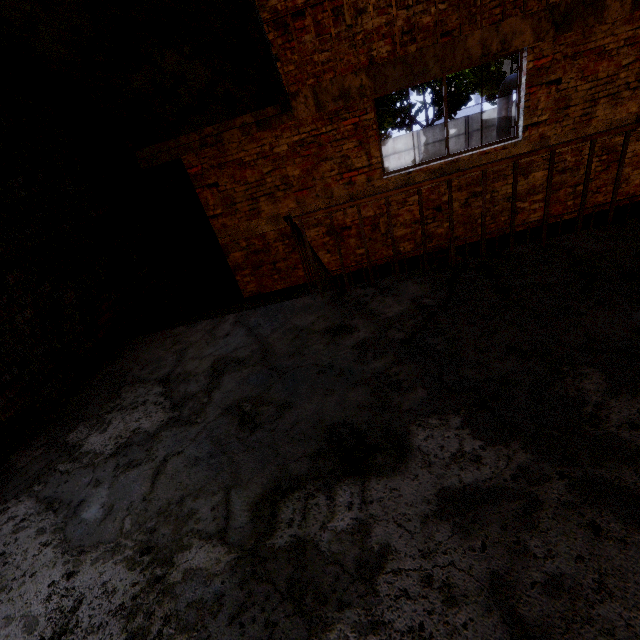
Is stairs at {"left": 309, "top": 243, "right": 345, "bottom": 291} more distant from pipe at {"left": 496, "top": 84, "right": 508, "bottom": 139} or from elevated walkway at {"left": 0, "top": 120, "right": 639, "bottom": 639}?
pipe at {"left": 496, "top": 84, "right": 508, "bottom": 139}

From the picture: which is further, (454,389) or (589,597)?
(454,389)

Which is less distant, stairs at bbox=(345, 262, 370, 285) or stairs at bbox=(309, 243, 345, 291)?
stairs at bbox=(309, 243, 345, 291)

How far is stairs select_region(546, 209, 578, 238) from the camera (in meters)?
5.25

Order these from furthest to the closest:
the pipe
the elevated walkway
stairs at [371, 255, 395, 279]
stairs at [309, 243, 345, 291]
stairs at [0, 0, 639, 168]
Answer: the pipe, stairs at [371, 255, 395, 279], stairs at [309, 243, 345, 291], stairs at [0, 0, 639, 168], the elevated walkway

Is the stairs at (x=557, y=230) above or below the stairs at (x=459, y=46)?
below
